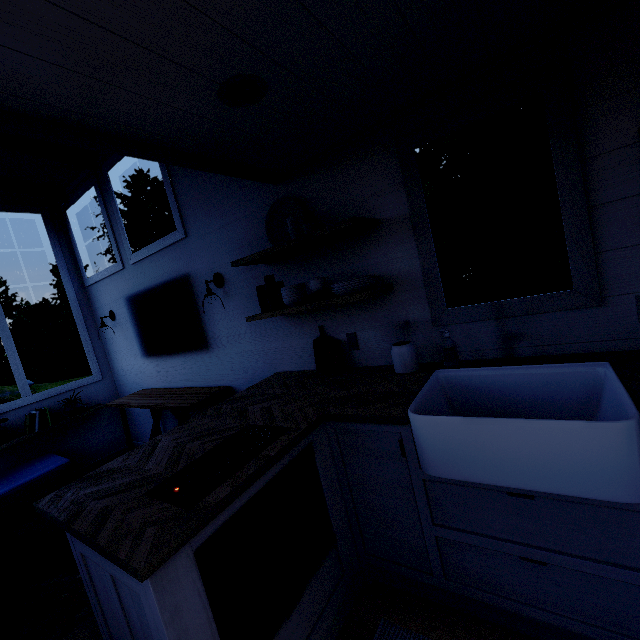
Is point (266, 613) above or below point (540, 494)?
below

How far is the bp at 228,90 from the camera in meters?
1.3

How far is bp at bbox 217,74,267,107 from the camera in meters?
1.3 m
